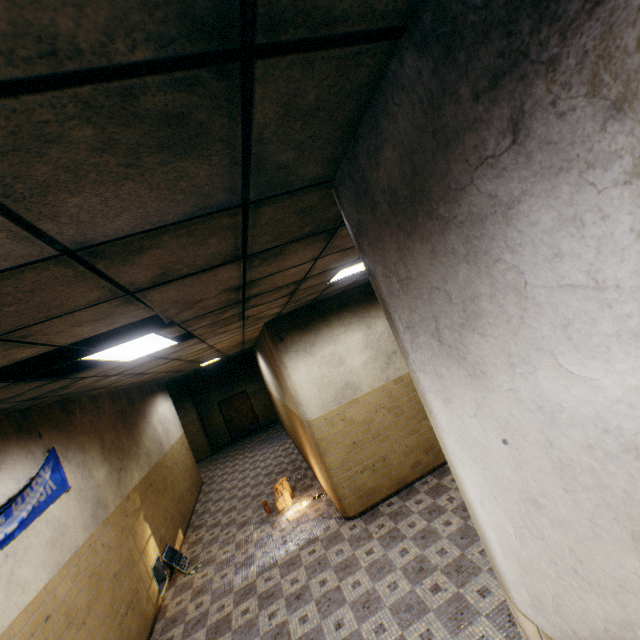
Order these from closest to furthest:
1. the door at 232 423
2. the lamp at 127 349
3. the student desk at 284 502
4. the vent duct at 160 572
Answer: the lamp at 127 349 < the vent duct at 160 572 < the student desk at 284 502 < the door at 232 423

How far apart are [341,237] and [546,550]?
2.0 meters

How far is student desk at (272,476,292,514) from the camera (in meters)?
7.11

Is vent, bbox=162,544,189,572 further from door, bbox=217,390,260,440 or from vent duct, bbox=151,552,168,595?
door, bbox=217,390,260,440

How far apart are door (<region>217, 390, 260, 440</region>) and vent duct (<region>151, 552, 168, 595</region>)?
10.55m

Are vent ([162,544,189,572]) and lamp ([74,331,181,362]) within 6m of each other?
yes

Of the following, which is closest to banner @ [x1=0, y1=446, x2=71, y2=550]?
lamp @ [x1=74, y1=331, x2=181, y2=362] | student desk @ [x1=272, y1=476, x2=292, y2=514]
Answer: lamp @ [x1=74, y1=331, x2=181, y2=362]

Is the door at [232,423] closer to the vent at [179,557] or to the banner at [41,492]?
the vent at [179,557]
